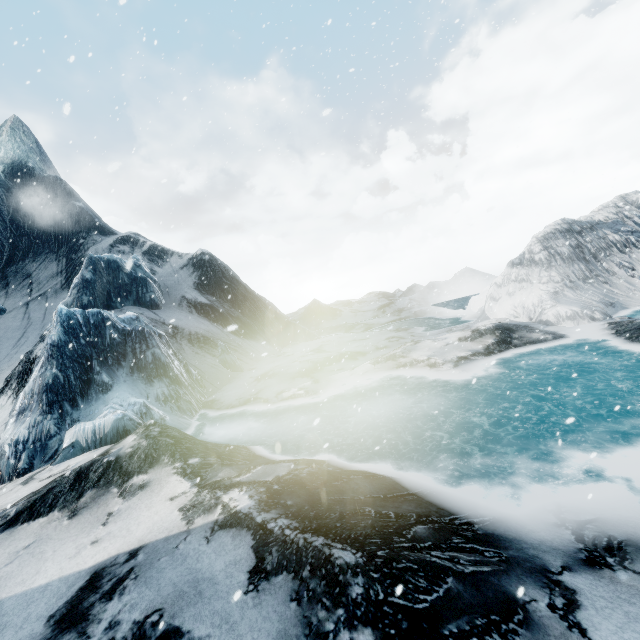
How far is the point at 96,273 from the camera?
21.5 meters
